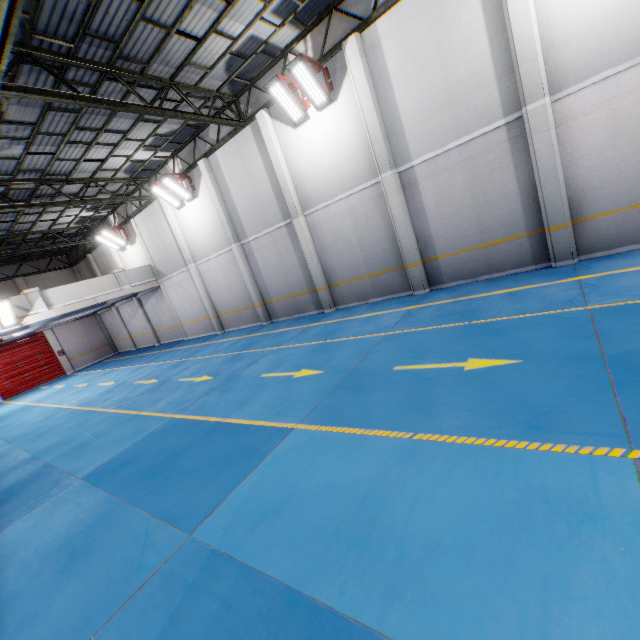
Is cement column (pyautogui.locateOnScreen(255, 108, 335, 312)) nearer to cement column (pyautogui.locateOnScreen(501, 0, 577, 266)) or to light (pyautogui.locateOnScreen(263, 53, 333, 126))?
light (pyautogui.locateOnScreen(263, 53, 333, 126))

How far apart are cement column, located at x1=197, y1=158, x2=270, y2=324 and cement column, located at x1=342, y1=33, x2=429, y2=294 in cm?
732

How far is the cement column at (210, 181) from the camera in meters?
14.4

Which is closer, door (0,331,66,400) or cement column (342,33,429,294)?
cement column (342,33,429,294)

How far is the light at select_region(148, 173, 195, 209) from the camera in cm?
1481

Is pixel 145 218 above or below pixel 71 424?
above

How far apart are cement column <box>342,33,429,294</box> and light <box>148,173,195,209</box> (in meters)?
8.94

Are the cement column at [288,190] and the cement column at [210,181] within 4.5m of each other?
yes
